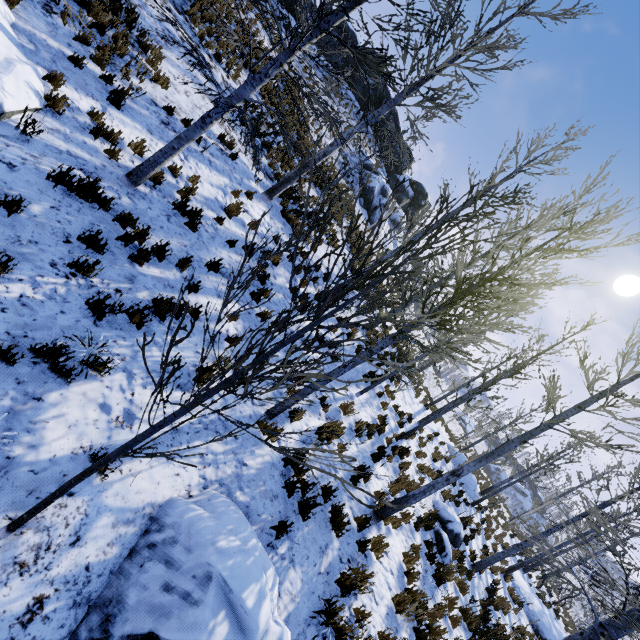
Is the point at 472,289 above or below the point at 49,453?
above

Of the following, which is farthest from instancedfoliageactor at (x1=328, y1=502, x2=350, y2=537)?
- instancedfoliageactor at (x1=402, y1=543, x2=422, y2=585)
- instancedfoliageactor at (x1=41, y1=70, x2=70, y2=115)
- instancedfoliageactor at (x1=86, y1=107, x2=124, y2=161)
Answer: instancedfoliageactor at (x1=41, y1=70, x2=70, y2=115)

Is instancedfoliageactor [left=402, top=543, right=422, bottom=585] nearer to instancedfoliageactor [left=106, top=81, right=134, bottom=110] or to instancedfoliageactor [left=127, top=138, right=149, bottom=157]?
instancedfoliageactor [left=106, top=81, right=134, bottom=110]

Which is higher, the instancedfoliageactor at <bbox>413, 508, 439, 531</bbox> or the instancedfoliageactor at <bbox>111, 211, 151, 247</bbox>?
the instancedfoliageactor at <bbox>413, 508, 439, 531</bbox>

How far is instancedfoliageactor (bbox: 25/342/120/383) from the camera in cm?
382

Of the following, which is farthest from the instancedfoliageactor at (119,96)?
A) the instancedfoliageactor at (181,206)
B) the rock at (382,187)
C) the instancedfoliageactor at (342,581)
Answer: the rock at (382,187)

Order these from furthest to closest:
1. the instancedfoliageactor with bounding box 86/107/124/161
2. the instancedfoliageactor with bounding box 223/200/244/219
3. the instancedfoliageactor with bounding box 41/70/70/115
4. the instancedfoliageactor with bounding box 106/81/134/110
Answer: the instancedfoliageactor with bounding box 223/200/244/219
the instancedfoliageactor with bounding box 106/81/134/110
the instancedfoliageactor with bounding box 86/107/124/161
the instancedfoliageactor with bounding box 41/70/70/115

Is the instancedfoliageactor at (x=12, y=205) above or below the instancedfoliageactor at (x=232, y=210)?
below
